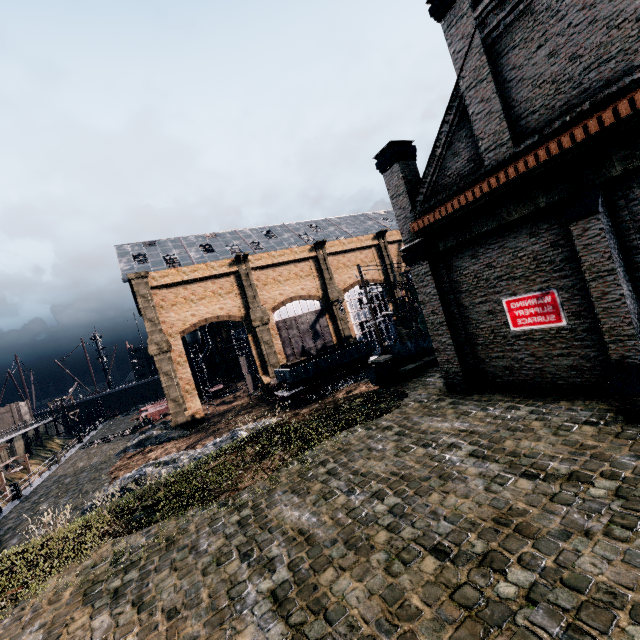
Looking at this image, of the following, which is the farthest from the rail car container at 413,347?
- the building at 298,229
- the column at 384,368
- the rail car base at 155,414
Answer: the rail car base at 155,414

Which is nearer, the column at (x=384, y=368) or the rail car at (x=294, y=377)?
the column at (x=384, y=368)

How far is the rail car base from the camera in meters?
47.1

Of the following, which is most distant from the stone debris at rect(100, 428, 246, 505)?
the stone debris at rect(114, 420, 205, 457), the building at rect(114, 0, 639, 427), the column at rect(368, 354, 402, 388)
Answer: the building at rect(114, 0, 639, 427)

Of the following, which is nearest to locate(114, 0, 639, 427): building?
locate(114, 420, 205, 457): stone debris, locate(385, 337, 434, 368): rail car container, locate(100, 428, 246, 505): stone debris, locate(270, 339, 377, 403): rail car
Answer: locate(114, 420, 205, 457): stone debris

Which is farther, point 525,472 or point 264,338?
point 264,338

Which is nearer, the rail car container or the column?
the column

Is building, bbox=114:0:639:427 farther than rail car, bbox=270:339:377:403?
No
